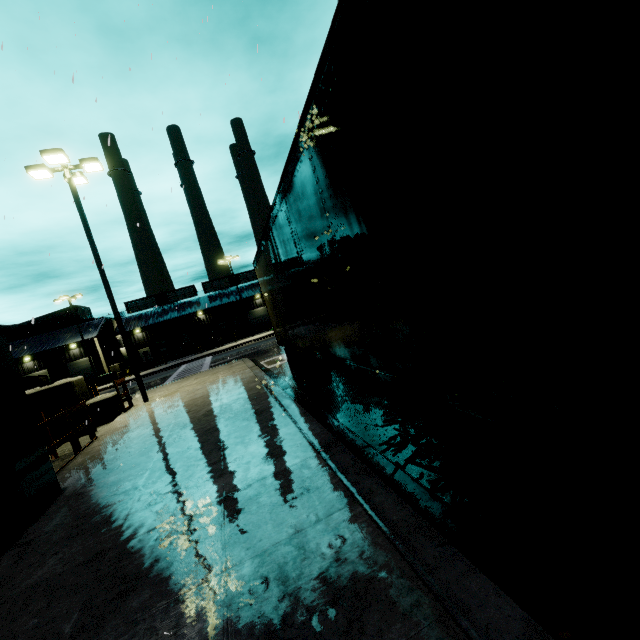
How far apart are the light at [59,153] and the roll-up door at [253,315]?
39.79m

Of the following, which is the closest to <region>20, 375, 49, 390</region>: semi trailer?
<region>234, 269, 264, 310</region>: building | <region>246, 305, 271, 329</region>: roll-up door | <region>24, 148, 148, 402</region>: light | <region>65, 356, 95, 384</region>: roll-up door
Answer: <region>234, 269, 264, 310</region>: building

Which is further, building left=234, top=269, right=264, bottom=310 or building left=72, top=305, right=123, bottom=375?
building left=234, top=269, right=264, bottom=310

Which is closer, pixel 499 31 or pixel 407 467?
pixel 499 31

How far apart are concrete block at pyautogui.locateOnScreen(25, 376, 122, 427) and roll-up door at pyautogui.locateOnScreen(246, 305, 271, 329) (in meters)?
40.78

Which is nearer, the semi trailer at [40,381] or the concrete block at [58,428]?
the concrete block at [58,428]

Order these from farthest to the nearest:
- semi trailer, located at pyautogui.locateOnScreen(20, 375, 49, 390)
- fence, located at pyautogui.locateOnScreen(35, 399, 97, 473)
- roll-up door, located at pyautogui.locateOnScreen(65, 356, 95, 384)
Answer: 1. roll-up door, located at pyautogui.locateOnScreen(65, 356, 95, 384)
2. semi trailer, located at pyautogui.locateOnScreen(20, 375, 49, 390)
3. fence, located at pyautogui.locateOnScreen(35, 399, 97, 473)

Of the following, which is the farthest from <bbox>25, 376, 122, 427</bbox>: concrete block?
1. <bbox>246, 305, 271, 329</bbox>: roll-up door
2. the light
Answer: <bbox>246, 305, 271, 329</bbox>: roll-up door
